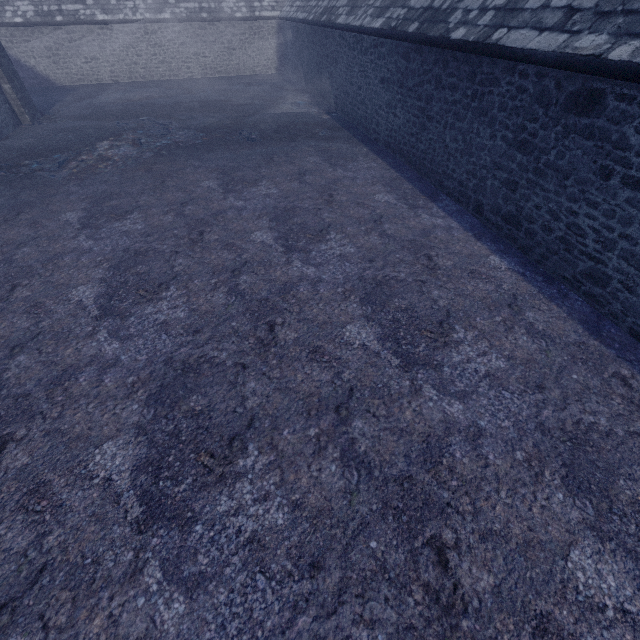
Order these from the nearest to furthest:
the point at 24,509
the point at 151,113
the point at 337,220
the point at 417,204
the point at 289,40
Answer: the point at 24,509, the point at 337,220, the point at 417,204, the point at 151,113, the point at 289,40
